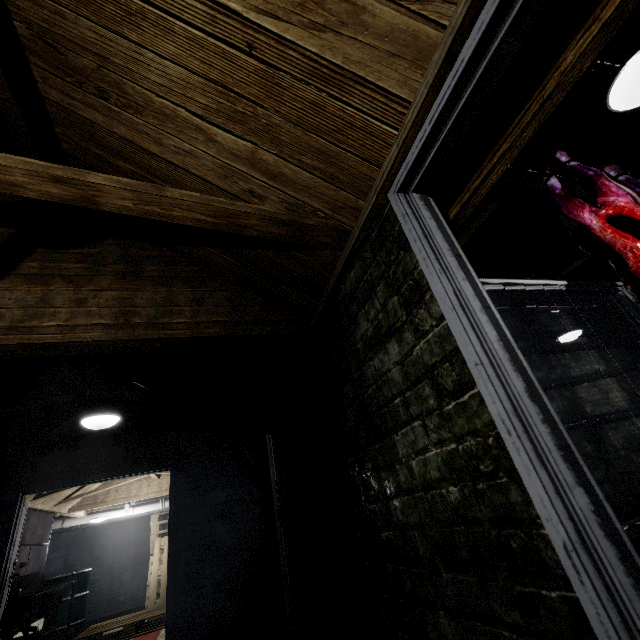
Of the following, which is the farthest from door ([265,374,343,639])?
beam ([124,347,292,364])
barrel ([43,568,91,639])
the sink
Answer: barrel ([43,568,91,639])

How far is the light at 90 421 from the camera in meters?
3.0

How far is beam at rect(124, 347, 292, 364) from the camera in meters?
2.2

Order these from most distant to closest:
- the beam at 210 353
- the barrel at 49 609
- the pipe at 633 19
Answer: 1. the barrel at 49 609
2. the pipe at 633 19
3. the beam at 210 353

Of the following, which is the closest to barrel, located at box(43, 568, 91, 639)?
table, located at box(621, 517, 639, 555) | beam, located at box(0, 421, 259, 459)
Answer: beam, located at box(0, 421, 259, 459)

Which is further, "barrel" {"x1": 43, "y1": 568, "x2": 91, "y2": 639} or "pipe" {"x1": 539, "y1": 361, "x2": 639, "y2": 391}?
"pipe" {"x1": 539, "y1": 361, "x2": 639, "y2": 391}

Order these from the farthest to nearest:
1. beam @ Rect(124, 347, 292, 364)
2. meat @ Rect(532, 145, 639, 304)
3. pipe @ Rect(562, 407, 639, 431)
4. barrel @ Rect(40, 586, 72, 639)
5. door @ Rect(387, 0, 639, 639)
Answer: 1. pipe @ Rect(562, 407, 639, 431)
2. barrel @ Rect(40, 586, 72, 639)
3. beam @ Rect(124, 347, 292, 364)
4. meat @ Rect(532, 145, 639, 304)
5. door @ Rect(387, 0, 639, 639)

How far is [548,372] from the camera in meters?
7.0 m
